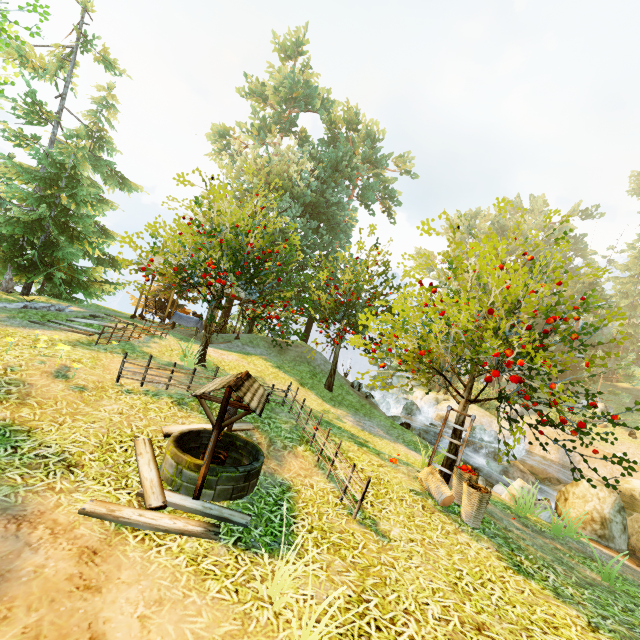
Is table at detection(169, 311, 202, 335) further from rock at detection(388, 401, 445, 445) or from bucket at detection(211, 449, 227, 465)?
rock at detection(388, 401, 445, 445)

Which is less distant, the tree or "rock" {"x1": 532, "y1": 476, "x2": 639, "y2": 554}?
the tree

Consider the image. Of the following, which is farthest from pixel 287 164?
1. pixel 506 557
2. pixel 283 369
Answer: pixel 506 557

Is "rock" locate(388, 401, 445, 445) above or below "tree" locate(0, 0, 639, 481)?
below

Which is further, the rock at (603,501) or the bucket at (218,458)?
the rock at (603,501)

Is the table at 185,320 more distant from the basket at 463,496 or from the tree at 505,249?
the basket at 463,496

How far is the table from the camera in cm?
1697

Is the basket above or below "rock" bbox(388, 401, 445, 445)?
above
